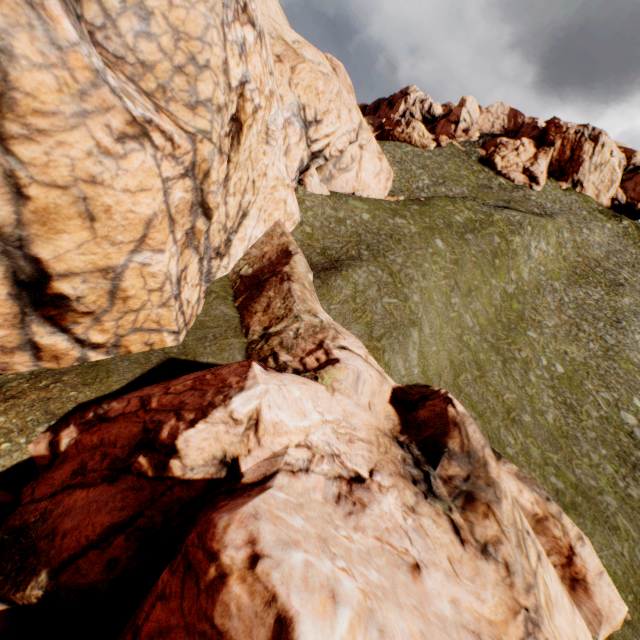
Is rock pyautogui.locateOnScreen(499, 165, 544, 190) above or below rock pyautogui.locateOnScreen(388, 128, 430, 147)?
above

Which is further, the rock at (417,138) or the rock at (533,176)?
the rock at (417,138)

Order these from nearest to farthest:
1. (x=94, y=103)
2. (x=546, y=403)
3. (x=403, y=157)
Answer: (x=94, y=103) < (x=546, y=403) < (x=403, y=157)

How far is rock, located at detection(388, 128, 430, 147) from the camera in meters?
59.2 m

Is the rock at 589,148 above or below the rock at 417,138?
above

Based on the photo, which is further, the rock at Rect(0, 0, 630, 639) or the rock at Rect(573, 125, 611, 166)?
the rock at Rect(573, 125, 611, 166)
